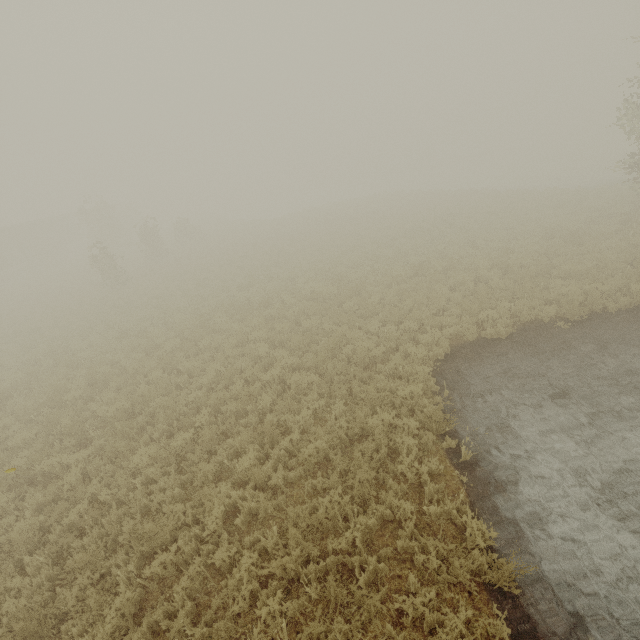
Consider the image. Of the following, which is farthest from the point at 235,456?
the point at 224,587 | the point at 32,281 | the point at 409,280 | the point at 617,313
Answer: the point at 32,281
